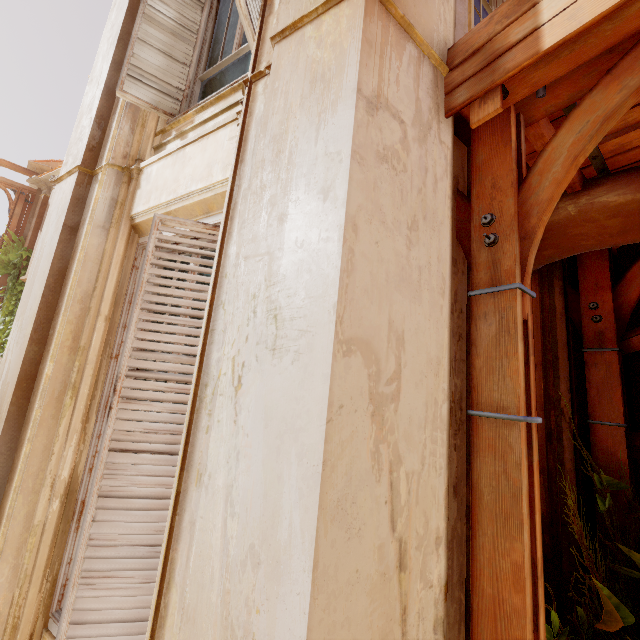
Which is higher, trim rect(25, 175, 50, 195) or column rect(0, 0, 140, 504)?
trim rect(25, 175, 50, 195)

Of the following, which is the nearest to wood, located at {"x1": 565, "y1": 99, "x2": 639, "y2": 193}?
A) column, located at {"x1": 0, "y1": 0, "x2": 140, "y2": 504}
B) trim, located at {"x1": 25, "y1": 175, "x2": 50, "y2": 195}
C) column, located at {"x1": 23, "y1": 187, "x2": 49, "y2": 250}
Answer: column, located at {"x1": 0, "y1": 0, "x2": 140, "y2": 504}

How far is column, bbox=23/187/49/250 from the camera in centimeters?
1277cm

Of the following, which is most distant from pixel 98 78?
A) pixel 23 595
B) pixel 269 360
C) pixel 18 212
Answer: pixel 18 212

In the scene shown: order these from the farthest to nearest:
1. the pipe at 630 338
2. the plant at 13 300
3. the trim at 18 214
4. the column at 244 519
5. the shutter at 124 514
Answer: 1. the trim at 18 214
2. the plant at 13 300
3. the pipe at 630 338
4. the shutter at 124 514
5. the column at 244 519

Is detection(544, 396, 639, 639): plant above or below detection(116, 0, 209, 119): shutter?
below

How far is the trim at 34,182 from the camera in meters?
13.0 m

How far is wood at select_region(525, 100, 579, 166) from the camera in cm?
185
